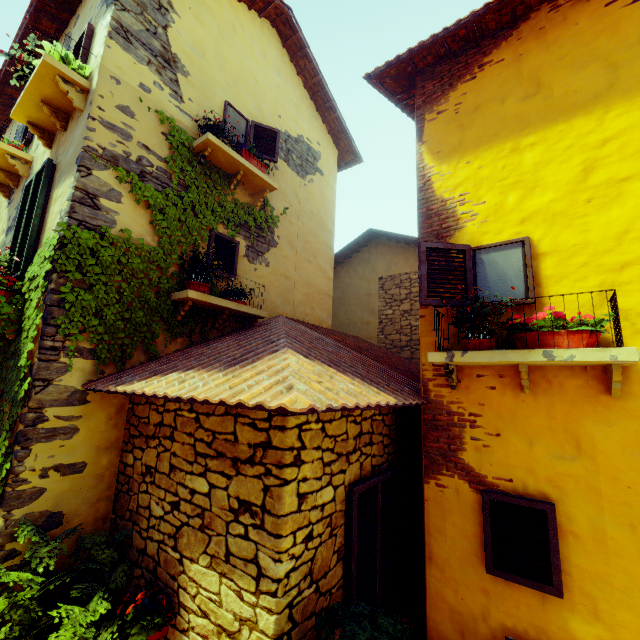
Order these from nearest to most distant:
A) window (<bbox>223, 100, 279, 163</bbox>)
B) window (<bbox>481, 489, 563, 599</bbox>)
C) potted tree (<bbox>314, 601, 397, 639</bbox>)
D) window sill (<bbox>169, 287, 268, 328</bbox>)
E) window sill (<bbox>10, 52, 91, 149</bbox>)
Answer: potted tree (<bbox>314, 601, 397, 639</bbox>), window (<bbox>481, 489, 563, 599</bbox>), window sill (<bbox>10, 52, 91, 149</bbox>), window sill (<bbox>169, 287, 268, 328</bbox>), window (<bbox>223, 100, 279, 163</bbox>)

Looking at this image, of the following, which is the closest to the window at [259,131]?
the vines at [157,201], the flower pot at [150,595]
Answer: the vines at [157,201]

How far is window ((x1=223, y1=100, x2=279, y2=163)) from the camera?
5.7m

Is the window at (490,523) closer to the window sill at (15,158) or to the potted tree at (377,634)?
the potted tree at (377,634)

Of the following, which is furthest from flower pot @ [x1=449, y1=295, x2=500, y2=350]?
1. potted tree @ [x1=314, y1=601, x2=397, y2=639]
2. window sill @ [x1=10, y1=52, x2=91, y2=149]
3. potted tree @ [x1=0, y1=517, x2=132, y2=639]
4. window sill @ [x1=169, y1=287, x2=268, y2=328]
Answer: window sill @ [x1=10, y1=52, x2=91, y2=149]

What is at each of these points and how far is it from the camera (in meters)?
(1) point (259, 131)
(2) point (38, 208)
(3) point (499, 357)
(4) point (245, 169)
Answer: (1) window, 6.17
(2) window, 4.20
(3) window sill, 2.82
(4) window sill, 5.43

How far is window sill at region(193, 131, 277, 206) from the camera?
4.91m
